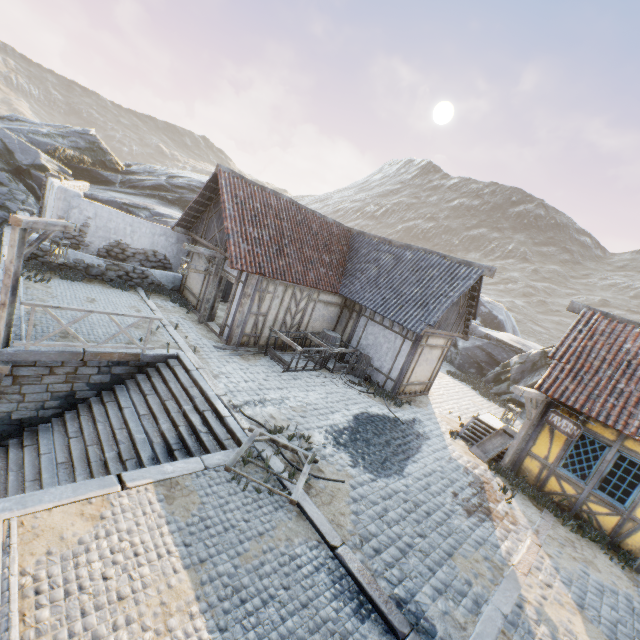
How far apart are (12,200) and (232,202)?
14.1 meters

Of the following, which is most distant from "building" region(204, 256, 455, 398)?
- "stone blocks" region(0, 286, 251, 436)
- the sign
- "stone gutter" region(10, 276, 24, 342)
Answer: "stone gutter" region(10, 276, 24, 342)

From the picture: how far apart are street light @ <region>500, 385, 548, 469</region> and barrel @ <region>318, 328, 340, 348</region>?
6.7 meters

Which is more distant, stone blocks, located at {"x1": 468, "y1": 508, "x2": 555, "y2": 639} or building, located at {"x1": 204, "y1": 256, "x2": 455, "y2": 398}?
building, located at {"x1": 204, "y1": 256, "x2": 455, "y2": 398}

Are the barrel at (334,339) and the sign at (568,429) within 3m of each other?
no

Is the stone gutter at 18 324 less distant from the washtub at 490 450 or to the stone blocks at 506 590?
the stone blocks at 506 590

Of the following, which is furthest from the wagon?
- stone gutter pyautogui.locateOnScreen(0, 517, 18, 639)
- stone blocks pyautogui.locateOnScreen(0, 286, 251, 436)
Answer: stone gutter pyautogui.locateOnScreen(0, 517, 18, 639)

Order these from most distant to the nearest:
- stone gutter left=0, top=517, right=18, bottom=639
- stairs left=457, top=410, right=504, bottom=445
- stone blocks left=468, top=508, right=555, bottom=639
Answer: stairs left=457, top=410, right=504, bottom=445, stone blocks left=468, top=508, right=555, bottom=639, stone gutter left=0, top=517, right=18, bottom=639
